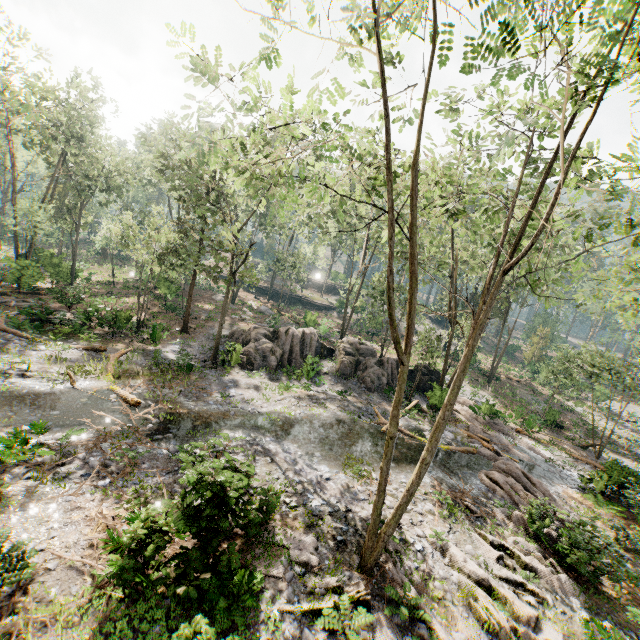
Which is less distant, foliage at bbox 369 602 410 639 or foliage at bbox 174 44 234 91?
foliage at bbox 174 44 234 91

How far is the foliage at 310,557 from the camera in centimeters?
945cm

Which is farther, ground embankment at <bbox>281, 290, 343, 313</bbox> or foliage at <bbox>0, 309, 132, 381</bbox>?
ground embankment at <bbox>281, 290, 343, 313</bbox>

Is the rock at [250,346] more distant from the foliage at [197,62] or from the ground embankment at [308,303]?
the ground embankment at [308,303]

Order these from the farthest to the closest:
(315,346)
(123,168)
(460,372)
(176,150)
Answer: (123,168) → (315,346) → (176,150) → (460,372)

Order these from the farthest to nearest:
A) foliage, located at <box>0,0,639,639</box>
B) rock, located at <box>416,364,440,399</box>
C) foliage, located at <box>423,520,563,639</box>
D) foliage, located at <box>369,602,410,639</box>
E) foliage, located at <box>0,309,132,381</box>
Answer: rock, located at <box>416,364,440,399</box> < foliage, located at <box>0,309,132,381</box> < foliage, located at <box>423,520,563,639</box> < foliage, located at <box>369,602,410,639</box> < foliage, located at <box>0,0,639,639</box>
